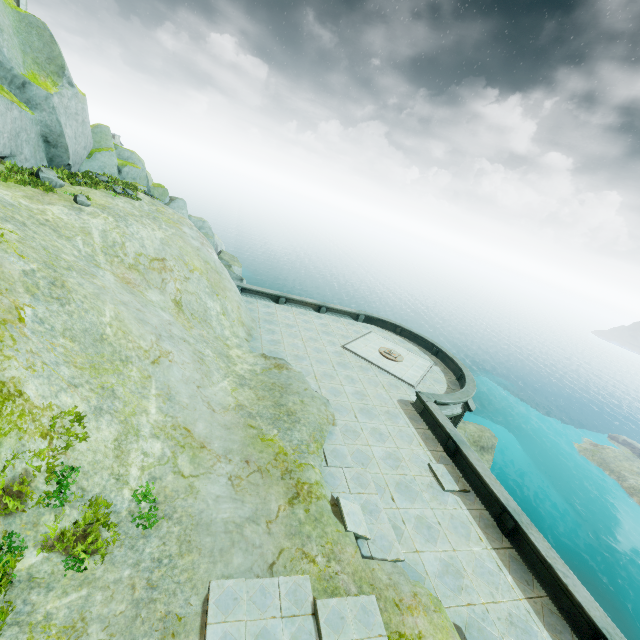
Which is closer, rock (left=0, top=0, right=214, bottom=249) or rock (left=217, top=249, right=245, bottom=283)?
rock (left=0, top=0, right=214, bottom=249)

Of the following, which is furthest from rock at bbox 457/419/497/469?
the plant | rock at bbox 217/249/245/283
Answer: the plant

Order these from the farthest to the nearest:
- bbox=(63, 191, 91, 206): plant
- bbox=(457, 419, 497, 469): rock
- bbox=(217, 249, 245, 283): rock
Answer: bbox=(457, 419, 497, 469): rock → bbox=(217, 249, 245, 283): rock → bbox=(63, 191, 91, 206): plant

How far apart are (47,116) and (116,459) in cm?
→ 1801

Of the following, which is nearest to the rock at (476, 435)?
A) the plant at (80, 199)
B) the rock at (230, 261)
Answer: the rock at (230, 261)

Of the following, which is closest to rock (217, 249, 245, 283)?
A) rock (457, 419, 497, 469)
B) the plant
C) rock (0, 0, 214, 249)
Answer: rock (0, 0, 214, 249)

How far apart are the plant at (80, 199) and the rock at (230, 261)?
12.59m

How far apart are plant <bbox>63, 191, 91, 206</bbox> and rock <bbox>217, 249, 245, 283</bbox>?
12.6m
